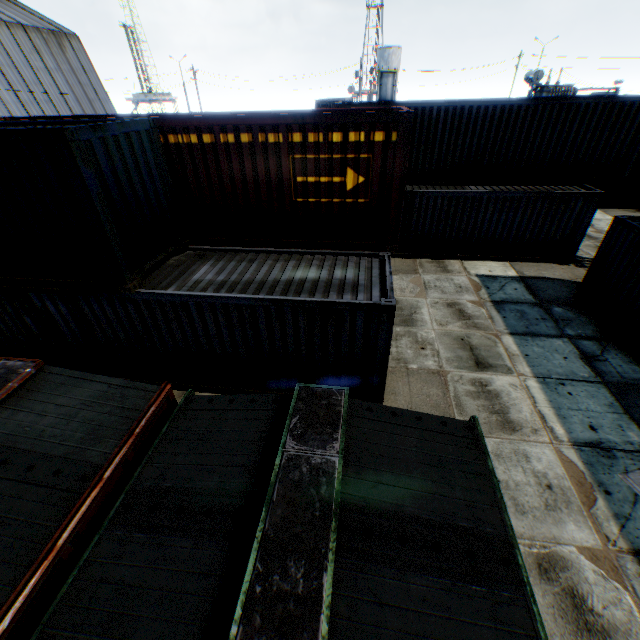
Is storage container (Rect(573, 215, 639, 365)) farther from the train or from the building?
the building

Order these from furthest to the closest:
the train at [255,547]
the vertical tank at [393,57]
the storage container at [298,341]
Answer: the vertical tank at [393,57], the storage container at [298,341], the train at [255,547]

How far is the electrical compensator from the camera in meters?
24.0 m

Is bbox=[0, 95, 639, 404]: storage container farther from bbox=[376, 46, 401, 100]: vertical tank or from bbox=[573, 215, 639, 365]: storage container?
bbox=[376, 46, 401, 100]: vertical tank

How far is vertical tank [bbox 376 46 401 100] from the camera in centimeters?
5382cm

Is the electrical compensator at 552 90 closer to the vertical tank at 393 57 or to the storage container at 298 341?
the storage container at 298 341

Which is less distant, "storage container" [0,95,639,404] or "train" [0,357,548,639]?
"train" [0,357,548,639]

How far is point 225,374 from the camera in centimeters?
798cm
